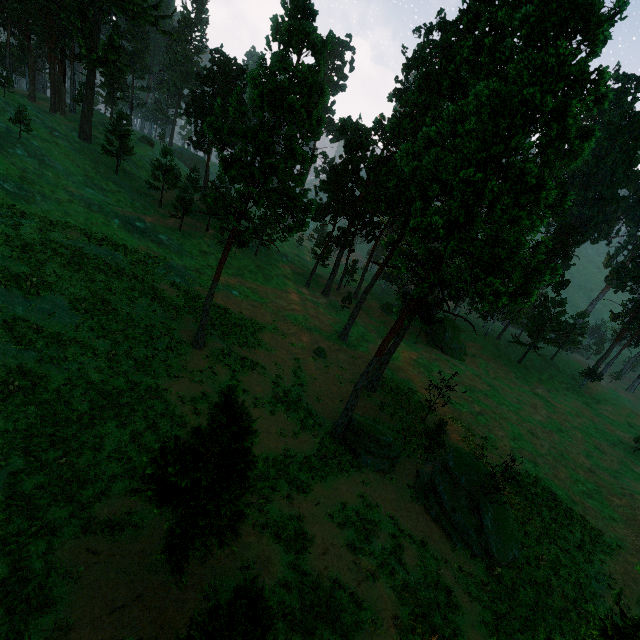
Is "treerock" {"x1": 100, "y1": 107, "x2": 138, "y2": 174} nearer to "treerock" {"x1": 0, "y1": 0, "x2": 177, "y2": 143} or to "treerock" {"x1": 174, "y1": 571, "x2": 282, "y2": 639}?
"treerock" {"x1": 0, "y1": 0, "x2": 177, "y2": 143}

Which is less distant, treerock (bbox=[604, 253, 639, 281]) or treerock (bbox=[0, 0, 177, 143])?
treerock (bbox=[0, 0, 177, 143])

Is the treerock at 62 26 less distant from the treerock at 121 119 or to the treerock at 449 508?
the treerock at 121 119

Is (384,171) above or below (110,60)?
below

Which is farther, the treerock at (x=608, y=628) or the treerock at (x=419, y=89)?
the treerock at (x=419, y=89)

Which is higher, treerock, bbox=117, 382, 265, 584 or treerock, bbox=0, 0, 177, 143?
treerock, bbox=0, 0, 177, 143

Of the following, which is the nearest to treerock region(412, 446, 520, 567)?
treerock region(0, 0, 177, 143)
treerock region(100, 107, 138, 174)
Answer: treerock region(100, 107, 138, 174)
